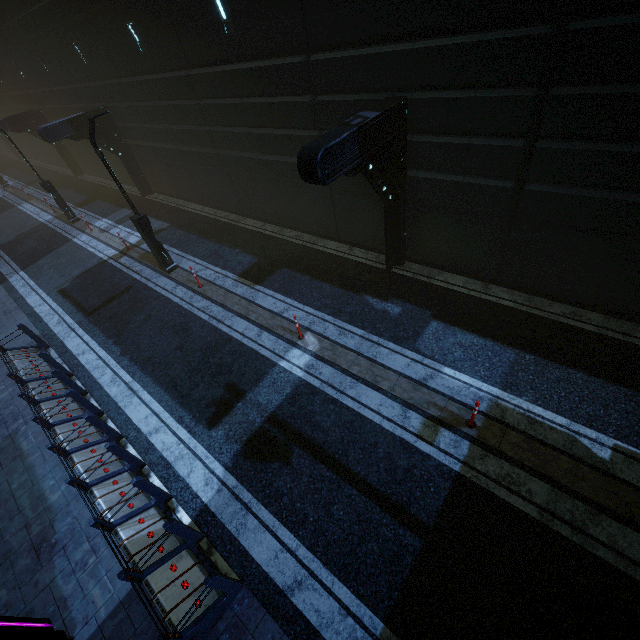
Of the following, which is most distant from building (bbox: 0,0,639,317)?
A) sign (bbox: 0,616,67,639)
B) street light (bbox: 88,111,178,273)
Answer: street light (bbox: 88,111,178,273)

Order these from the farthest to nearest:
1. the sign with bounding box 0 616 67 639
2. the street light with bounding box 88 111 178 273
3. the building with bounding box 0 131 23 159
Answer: the building with bounding box 0 131 23 159
the street light with bounding box 88 111 178 273
the sign with bounding box 0 616 67 639

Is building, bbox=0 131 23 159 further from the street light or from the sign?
the street light

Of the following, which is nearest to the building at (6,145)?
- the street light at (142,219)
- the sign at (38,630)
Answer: the sign at (38,630)

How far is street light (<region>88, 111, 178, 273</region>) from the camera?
10.14m

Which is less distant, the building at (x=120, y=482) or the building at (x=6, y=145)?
the building at (x=120, y=482)

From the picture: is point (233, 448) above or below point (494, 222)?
below
